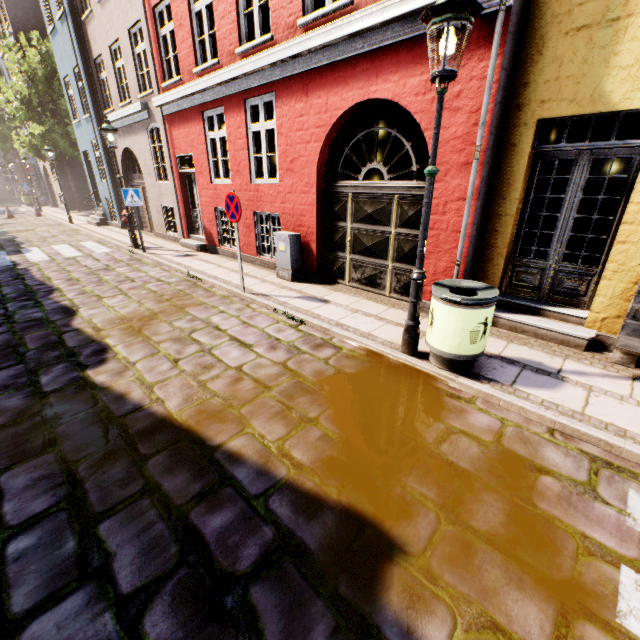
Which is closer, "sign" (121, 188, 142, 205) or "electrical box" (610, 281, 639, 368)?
"electrical box" (610, 281, 639, 368)

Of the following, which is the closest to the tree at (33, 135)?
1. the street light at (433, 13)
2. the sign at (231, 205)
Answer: the street light at (433, 13)

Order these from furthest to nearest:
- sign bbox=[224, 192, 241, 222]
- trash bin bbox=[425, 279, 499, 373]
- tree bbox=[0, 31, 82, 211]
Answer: tree bbox=[0, 31, 82, 211] < sign bbox=[224, 192, 241, 222] < trash bin bbox=[425, 279, 499, 373]

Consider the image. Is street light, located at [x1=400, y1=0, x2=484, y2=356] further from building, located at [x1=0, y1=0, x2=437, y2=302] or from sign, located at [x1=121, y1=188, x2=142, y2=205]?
sign, located at [x1=121, y1=188, x2=142, y2=205]

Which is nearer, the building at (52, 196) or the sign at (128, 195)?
the sign at (128, 195)

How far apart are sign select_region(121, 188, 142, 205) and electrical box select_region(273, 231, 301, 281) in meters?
5.4 m

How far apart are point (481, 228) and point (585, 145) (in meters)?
1.48

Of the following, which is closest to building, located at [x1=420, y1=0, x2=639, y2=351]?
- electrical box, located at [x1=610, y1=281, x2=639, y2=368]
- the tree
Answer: electrical box, located at [x1=610, y1=281, x2=639, y2=368]
